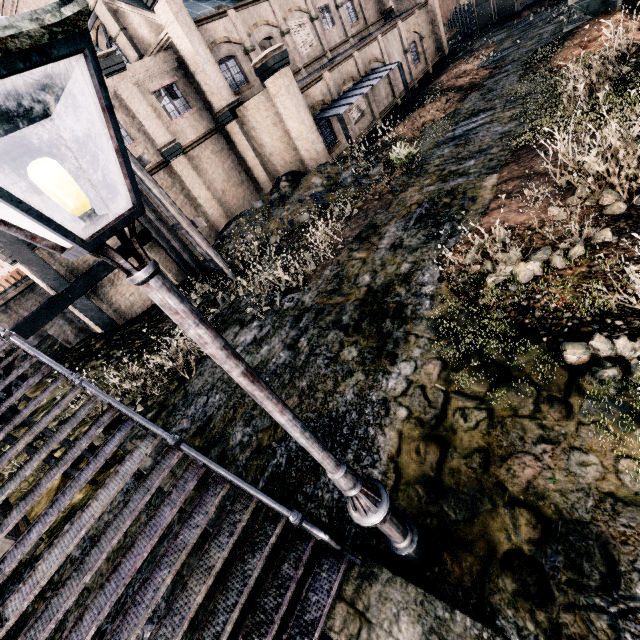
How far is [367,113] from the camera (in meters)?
24.19

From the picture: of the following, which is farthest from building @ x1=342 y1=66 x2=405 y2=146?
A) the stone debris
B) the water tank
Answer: the water tank

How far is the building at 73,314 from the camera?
16.8 meters

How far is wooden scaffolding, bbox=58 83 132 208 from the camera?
11.34m

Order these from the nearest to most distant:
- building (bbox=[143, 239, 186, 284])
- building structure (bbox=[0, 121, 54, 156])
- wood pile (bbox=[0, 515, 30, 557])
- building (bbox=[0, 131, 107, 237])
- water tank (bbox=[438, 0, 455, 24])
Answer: wood pile (bbox=[0, 515, 30, 557]) < building structure (bbox=[0, 121, 54, 156]) < building (bbox=[0, 131, 107, 237]) < building (bbox=[143, 239, 186, 284]) < water tank (bbox=[438, 0, 455, 24])

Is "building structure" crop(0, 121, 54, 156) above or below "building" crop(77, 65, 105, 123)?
below

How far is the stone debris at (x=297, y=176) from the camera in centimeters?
1566cm

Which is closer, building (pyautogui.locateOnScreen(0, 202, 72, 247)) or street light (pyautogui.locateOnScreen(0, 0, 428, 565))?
street light (pyautogui.locateOnScreen(0, 0, 428, 565))
